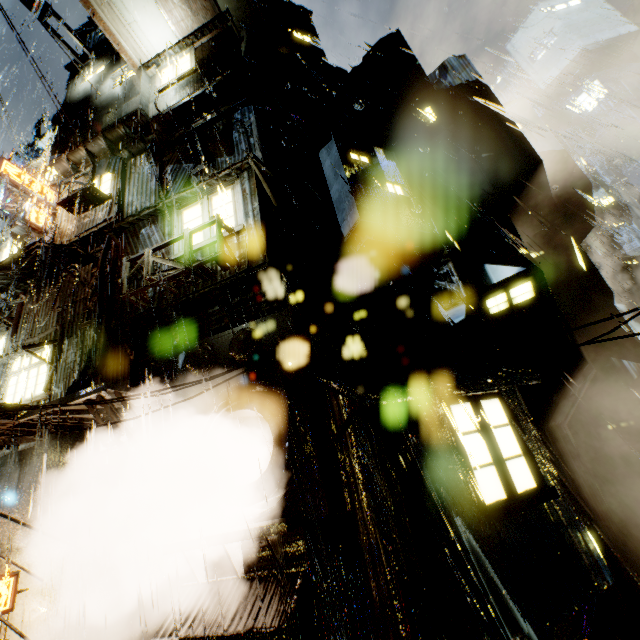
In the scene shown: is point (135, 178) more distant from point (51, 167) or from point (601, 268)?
point (601, 268)

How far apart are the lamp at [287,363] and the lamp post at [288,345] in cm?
11

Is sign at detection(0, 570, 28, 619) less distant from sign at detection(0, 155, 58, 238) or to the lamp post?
the lamp post

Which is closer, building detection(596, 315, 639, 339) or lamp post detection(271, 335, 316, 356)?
lamp post detection(271, 335, 316, 356)

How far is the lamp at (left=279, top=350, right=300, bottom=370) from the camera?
7.0m

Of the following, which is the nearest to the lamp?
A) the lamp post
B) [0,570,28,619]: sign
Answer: the lamp post

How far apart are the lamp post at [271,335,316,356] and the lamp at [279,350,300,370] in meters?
0.1 m

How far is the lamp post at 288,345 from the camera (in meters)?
7.54
